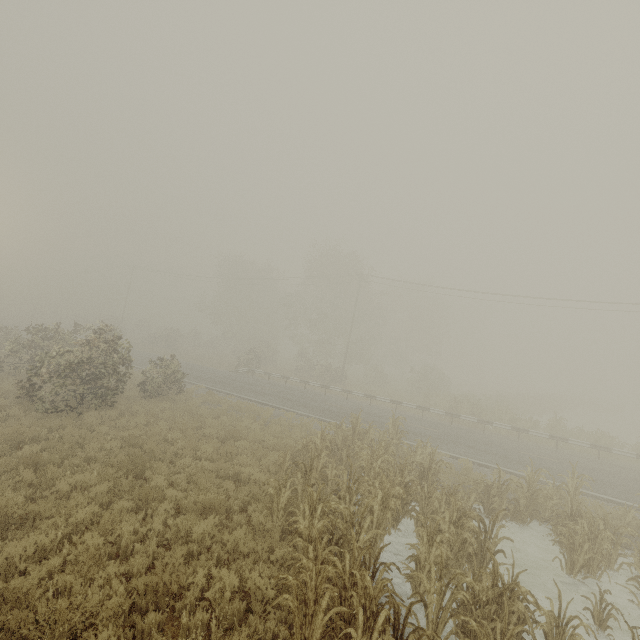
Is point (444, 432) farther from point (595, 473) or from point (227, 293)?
point (227, 293)

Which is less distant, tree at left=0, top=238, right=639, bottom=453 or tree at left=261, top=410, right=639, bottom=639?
tree at left=261, top=410, right=639, bottom=639

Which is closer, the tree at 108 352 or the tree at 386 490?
the tree at 386 490
